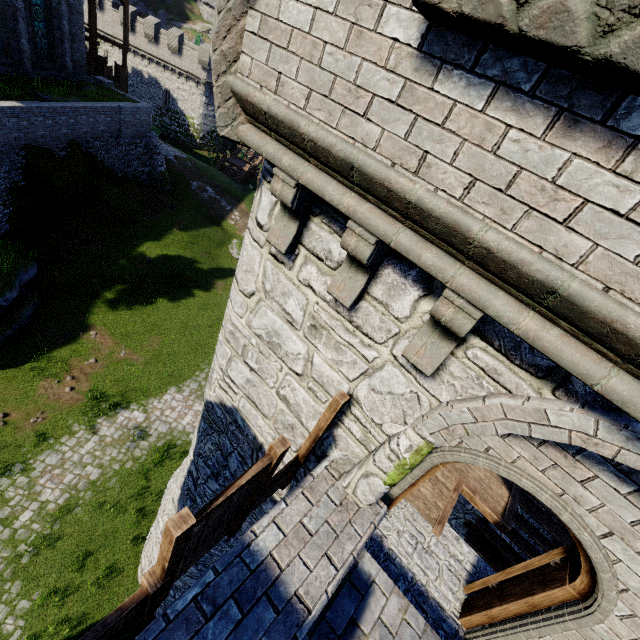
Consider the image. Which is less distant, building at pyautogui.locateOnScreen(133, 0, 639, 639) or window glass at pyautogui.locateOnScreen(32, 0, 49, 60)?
building at pyautogui.locateOnScreen(133, 0, 639, 639)

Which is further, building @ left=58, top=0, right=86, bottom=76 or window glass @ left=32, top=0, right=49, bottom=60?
building @ left=58, top=0, right=86, bottom=76

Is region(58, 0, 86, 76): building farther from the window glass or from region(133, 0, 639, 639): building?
region(133, 0, 639, 639): building

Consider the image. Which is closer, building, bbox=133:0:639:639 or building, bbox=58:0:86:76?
building, bbox=133:0:639:639

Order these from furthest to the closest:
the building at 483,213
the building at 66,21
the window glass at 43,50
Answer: the building at 66,21 → the window glass at 43,50 → the building at 483,213

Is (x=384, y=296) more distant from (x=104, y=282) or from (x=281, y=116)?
(x=104, y=282)

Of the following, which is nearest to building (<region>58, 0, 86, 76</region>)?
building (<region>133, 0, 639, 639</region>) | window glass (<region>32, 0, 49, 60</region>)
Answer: window glass (<region>32, 0, 49, 60</region>)

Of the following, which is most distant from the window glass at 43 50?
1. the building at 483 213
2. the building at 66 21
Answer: the building at 483 213
